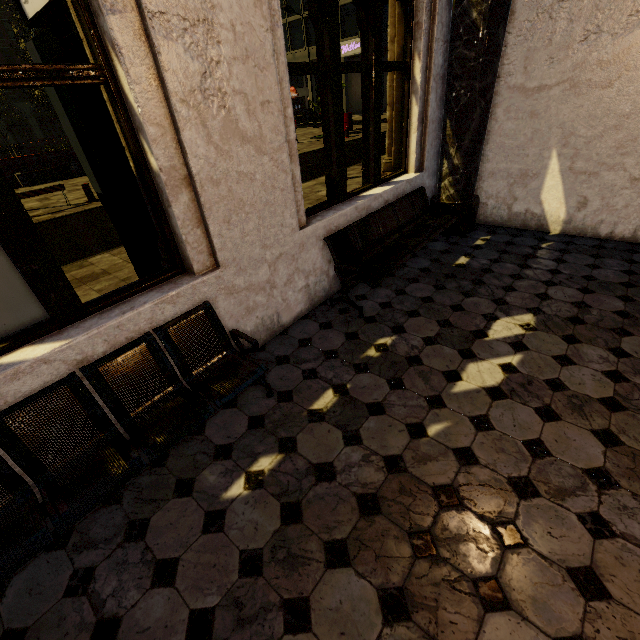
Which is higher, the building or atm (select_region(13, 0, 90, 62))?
atm (select_region(13, 0, 90, 62))

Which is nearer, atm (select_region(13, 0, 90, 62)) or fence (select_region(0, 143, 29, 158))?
atm (select_region(13, 0, 90, 62))

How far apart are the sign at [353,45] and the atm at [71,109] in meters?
39.1

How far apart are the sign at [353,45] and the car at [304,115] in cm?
729

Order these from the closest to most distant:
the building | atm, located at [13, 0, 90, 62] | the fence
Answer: the building → atm, located at [13, 0, 90, 62] → the fence

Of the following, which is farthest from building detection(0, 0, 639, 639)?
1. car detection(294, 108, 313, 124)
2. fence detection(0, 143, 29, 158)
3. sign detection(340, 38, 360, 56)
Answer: fence detection(0, 143, 29, 158)

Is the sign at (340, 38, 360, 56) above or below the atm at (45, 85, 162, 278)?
above

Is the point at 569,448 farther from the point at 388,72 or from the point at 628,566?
the point at 388,72
